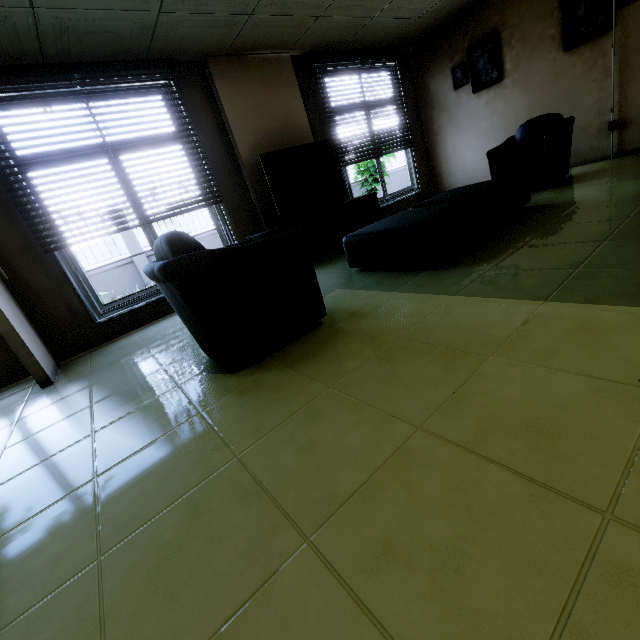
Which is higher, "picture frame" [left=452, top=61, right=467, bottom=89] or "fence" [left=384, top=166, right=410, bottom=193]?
"picture frame" [left=452, top=61, right=467, bottom=89]

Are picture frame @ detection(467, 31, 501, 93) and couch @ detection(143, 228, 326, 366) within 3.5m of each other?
no

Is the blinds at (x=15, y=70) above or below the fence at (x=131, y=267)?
above

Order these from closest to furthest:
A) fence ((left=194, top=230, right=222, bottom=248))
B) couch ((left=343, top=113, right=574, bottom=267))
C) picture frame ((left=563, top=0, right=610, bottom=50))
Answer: couch ((left=343, top=113, right=574, bottom=267)), picture frame ((left=563, top=0, right=610, bottom=50)), fence ((left=194, top=230, right=222, bottom=248))

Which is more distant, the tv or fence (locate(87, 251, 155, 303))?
fence (locate(87, 251, 155, 303))

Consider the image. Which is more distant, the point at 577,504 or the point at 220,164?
the point at 220,164

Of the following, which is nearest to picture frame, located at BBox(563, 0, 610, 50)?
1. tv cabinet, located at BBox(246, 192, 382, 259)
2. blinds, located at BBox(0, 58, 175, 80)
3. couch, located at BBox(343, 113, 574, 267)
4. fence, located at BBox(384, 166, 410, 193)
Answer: couch, located at BBox(343, 113, 574, 267)

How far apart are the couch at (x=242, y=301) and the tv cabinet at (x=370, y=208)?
1.6m
